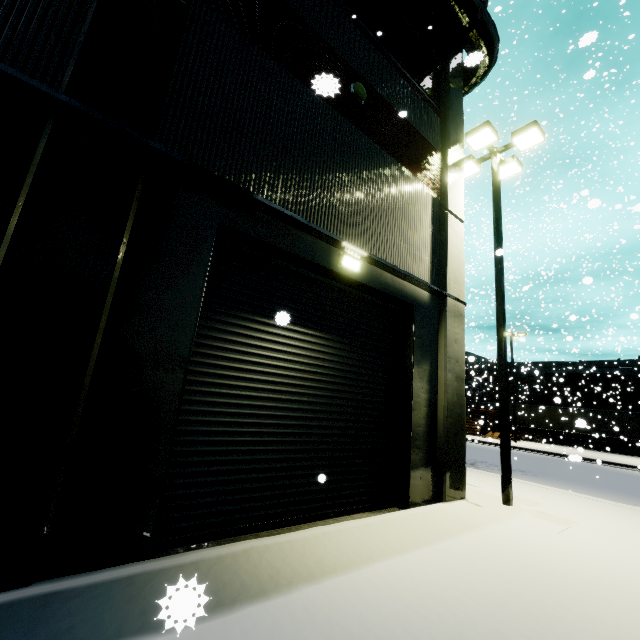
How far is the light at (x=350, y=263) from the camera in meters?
6.2

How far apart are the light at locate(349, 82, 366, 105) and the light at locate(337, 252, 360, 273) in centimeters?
374cm

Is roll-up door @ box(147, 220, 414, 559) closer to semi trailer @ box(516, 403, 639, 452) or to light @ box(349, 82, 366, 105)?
semi trailer @ box(516, 403, 639, 452)

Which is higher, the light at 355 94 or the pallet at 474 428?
the light at 355 94

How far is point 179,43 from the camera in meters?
4.6 m

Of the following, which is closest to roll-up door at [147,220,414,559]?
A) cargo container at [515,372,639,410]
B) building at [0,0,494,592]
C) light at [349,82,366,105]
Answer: building at [0,0,494,592]

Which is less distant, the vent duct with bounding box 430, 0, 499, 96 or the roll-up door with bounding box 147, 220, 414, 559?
the roll-up door with bounding box 147, 220, 414, 559

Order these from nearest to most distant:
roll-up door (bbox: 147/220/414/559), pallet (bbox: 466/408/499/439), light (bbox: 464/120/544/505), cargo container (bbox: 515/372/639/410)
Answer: roll-up door (bbox: 147/220/414/559) → light (bbox: 464/120/544/505) → pallet (bbox: 466/408/499/439) → cargo container (bbox: 515/372/639/410)
